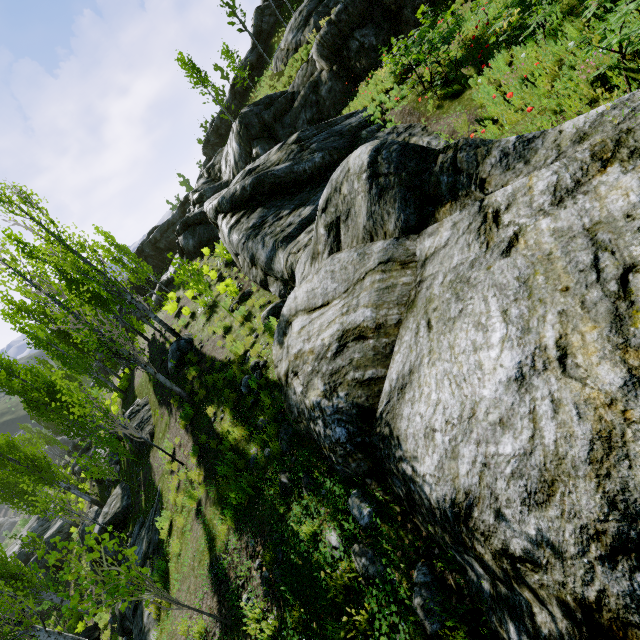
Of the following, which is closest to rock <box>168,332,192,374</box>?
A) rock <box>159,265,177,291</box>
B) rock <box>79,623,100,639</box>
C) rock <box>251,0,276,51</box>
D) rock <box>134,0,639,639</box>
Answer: rock <box>134,0,639,639</box>

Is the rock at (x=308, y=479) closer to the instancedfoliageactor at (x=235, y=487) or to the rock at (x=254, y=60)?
the instancedfoliageactor at (x=235, y=487)

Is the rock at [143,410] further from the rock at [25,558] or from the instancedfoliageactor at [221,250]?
the rock at [25,558]

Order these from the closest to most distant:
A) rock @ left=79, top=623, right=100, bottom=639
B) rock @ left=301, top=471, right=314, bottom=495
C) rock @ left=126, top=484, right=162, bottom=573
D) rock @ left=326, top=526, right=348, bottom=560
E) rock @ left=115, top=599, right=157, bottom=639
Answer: rock @ left=326, top=526, right=348, bottom=560, rock @ left=301, top=471, right=314, bottom=495, rock @ left=115, top=599, right=157, bottom=639, rock @ left=126, top=484, right=162, bottom=573, rock @ left=79, top=623, right=100, bottom=639

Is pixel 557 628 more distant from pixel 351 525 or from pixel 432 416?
pixel 351 525

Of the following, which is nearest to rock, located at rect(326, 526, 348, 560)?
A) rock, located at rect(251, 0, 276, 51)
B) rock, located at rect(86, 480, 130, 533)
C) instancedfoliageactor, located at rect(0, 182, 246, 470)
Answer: instancedfoliageactor, located at rect(0, 182, 246, 470)

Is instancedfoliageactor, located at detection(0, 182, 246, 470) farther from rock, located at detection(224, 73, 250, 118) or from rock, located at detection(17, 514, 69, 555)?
rock, located at detection(224, 73, 250, 118)

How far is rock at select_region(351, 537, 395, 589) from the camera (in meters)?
3.11
